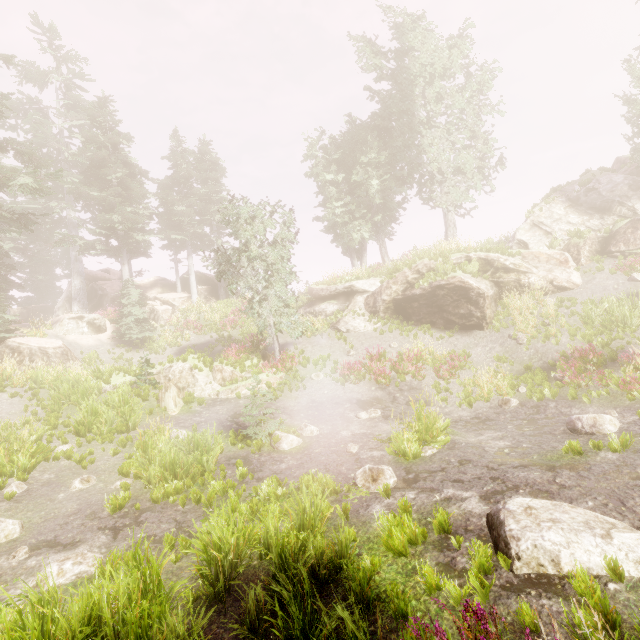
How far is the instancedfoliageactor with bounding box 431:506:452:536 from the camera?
4.71m

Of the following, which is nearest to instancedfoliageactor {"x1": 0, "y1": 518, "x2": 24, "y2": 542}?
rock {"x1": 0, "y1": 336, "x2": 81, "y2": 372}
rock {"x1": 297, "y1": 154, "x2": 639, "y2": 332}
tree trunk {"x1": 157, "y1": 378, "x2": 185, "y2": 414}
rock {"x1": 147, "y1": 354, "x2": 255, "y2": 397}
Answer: rock {"x1": 297, "y1": 154, "x2": 639, "y2": 332}

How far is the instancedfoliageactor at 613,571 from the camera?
3.39m

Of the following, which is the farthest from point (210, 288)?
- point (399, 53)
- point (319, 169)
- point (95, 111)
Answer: point (399, 53)

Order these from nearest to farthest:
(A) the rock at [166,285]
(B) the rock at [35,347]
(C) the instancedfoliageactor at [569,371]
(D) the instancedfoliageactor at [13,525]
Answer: (D) the instancedfoliageactor at [13,525] → (C) the instancedfoliageactor at [569,371] → (B) the rock at [35,347] → (A) the rock at [166,285]

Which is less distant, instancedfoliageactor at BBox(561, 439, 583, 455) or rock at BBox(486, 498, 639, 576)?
rock at BBox(486, 498, 639, 576)

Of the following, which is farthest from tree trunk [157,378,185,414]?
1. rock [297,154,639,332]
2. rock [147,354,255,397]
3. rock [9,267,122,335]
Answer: rock [9,267,122,335]

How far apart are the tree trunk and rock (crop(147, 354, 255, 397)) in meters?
0.5
